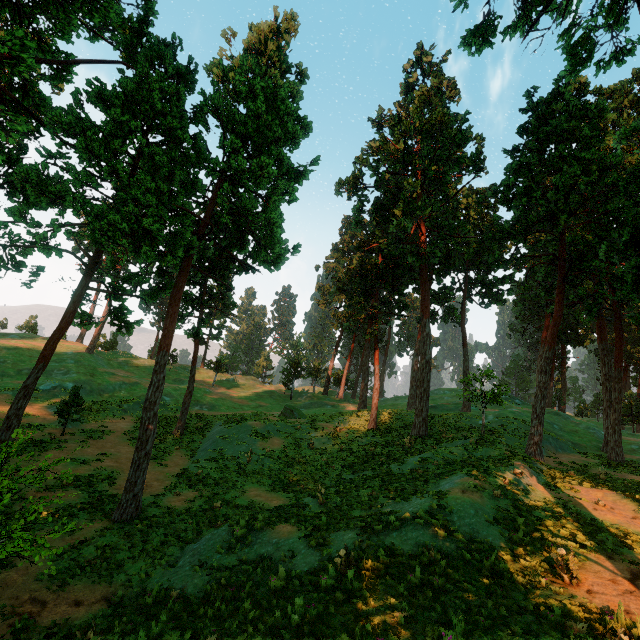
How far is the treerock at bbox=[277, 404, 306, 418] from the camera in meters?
35.2 m

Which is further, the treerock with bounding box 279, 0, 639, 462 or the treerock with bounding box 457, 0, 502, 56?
the treerock with bounding box 279, 0, 639, 462

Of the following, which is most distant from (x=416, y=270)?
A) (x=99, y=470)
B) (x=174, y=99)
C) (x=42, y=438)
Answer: (x=42, y=438)

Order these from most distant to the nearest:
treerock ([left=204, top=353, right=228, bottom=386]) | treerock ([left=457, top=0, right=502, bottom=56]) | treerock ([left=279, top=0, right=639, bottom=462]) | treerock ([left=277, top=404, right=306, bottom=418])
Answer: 1. treerock ([left=204, top=353, right=228, bottom=386])
2. treerock ([left=277, top=404, right=306, bottom=418])
3. treerock ([left=279, top=0, right=639, bottom=462])
4. treerock ([left=457, top=0, right=502, bottom=56])

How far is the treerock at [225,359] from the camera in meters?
50.3

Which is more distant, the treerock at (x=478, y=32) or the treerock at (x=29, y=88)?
the treerock at (x=478, y=32)
